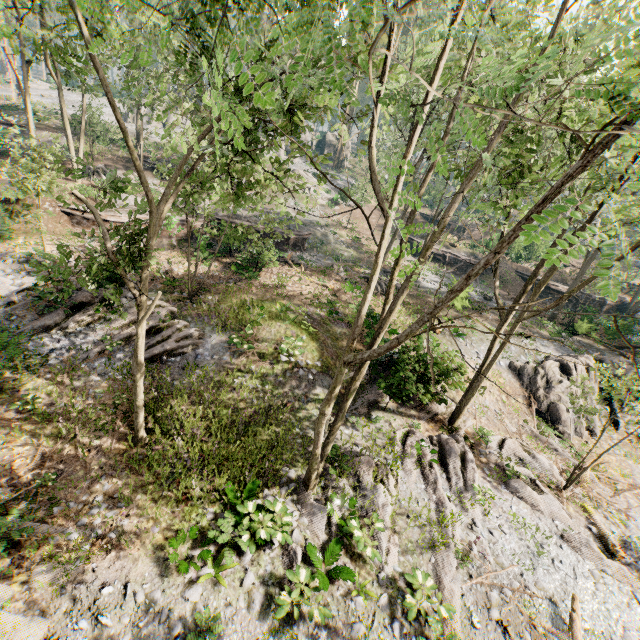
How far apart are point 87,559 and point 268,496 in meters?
5.0

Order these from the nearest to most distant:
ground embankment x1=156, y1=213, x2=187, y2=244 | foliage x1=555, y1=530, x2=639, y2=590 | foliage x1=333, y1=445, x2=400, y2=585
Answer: foliage x1=333, y1=445, x2=400, y2=585 < foliage x1=555, y1=530, x2=639, y2=590 < ground embankment x1=156, y1=213, x2=187, y2=244

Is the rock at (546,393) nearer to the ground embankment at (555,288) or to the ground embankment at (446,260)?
the ground embankment at (446,260)

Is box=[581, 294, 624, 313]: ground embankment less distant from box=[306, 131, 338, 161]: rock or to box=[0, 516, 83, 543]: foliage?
box=[306, 131, 338, 161]: rock

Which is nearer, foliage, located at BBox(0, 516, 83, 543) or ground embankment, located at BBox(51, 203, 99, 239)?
foliage, located at BBox(0, 516, 83, 543)

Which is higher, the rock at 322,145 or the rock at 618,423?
the rock at 322,145

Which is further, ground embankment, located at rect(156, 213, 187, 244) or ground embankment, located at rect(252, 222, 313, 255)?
ground embankment, located at rect(156, 213, 187, 244)

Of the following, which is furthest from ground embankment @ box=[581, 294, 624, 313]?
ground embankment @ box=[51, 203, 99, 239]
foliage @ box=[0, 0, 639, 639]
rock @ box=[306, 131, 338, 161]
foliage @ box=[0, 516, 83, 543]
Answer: foliage @ box=[0, 516, 83, 543]
